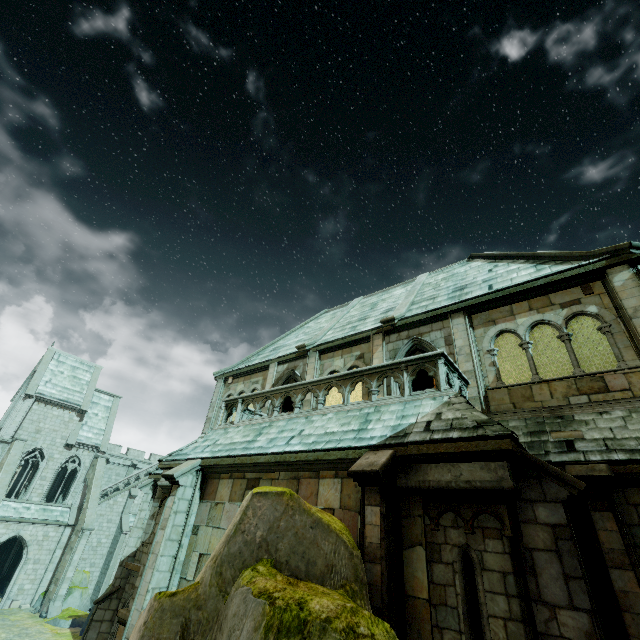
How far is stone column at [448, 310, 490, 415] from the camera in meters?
9.5 m

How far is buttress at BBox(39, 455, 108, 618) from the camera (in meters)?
24.92

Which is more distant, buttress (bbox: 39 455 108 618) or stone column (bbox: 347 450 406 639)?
buttress (bbox: 39 455 108 618)

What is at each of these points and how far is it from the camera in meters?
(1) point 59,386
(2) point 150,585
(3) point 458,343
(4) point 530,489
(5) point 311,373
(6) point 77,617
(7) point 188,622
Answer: (1) building, 32.7 m
(2) stone column, 8.5 m
(3) stone column, 10.7 m
(4) stone column, 5.6 m
(5) stone column, 14.3 m
(6) rock, 23.5 m
(7) rock, 4.5 m

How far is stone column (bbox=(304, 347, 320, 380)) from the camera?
14.2 meters

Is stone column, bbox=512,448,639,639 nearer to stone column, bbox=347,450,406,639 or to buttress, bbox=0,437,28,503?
stone column, bbox=347,450,406,639

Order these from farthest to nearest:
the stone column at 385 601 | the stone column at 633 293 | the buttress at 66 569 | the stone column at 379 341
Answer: the buttress at 66 569, the stone column at 379 341, the stone column at 633 293, the stone column at 385 601

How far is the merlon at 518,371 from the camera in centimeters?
2042cm
